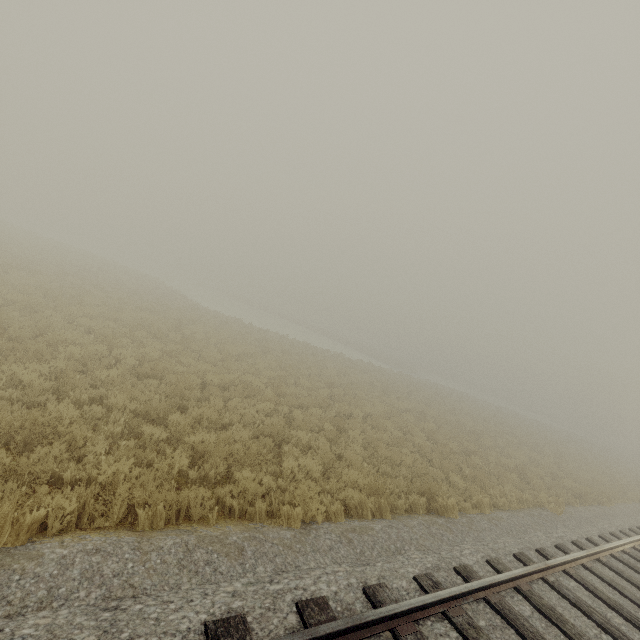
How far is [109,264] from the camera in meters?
38.0 m
